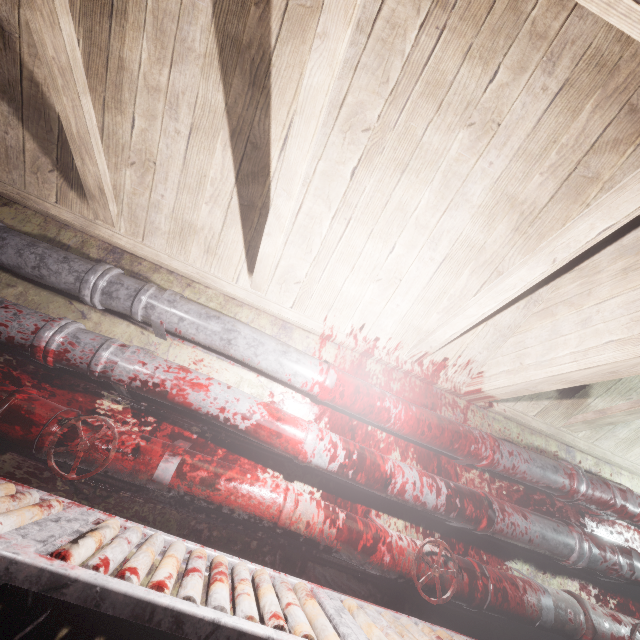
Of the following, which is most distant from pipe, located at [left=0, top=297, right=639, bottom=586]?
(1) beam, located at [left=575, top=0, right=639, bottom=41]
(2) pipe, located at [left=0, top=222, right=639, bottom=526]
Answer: (1) beam, located at [left=575, top=0, right=639, bottom=41]

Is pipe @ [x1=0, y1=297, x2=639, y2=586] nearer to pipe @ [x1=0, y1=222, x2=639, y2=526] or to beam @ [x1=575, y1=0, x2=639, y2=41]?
pipe @ [x1=0, y1=222, x2=639, y2=526]

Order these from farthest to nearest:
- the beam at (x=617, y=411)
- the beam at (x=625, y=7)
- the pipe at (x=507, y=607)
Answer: the beam at (x=617, y=411) < the pipe at (x=507, y=607) < the beam at (x=625, y=7)

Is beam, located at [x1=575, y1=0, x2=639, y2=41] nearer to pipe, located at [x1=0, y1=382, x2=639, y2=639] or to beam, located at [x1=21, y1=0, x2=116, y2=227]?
beam, located at [x1=21, y1=0, x2=116, y2=227]

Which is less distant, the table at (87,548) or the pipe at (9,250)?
the table at (87,548)

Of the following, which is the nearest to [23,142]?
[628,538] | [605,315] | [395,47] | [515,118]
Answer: [395,47]

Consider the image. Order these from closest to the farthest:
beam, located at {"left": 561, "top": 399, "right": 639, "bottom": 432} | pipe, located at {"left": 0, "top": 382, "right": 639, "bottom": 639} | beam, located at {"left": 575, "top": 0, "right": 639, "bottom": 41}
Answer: beam, located at {"left": 575, "top": 0, "right": 639, "bottom": 41} → pipe, located at {"left": 0, "top": 382, "right": 639, "bottom": 639} → beam, located at {"left": 561, "top": 399, "right": 639, "bottom": 432}

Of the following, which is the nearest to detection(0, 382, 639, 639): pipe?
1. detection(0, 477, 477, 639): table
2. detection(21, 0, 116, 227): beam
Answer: detection(0, 477, 477, 639): table
